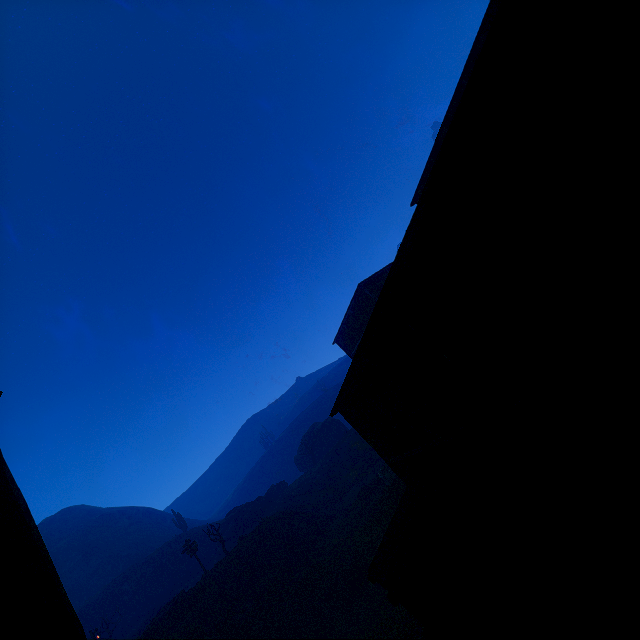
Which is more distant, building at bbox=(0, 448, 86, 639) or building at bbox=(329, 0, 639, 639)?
building at bbox=(0, 448, 86, 639)

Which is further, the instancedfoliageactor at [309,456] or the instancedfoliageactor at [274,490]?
the instancedfoliageactor at [309,456]

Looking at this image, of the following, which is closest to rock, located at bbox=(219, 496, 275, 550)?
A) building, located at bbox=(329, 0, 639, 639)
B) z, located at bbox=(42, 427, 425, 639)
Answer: z, located at bbox=(42, 427, 425, 639)

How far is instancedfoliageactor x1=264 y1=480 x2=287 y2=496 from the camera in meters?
50.0

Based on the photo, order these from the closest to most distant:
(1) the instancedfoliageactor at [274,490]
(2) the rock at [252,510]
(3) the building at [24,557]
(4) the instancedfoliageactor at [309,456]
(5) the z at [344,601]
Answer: (3) the building at [24,557] < (5) the z at [344,601] < (2) the rock at [252,510] < (1) the instancedfoliageactor at [274,490] < (4) the instancedfoliageactor at [309,456]

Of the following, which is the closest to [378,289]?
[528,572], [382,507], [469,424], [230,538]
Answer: [382,507]

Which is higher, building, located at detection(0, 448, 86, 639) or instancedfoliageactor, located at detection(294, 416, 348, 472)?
instancedfoliageactor, located at detection(294, 416, 348, 472)
